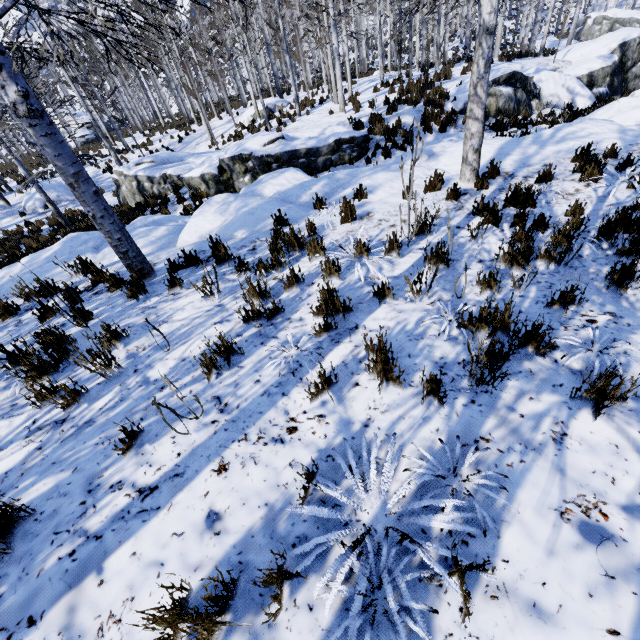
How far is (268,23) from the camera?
19.8 meters

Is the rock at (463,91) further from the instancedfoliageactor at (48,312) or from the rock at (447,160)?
the rock at (447,160)

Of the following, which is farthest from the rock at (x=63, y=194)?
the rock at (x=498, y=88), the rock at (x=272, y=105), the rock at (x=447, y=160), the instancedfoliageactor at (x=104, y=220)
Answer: the rock at (x=498, y=88)

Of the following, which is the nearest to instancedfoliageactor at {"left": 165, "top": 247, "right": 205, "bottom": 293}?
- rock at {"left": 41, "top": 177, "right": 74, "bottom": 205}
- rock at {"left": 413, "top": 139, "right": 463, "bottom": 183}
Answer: rock at {"left": 413, "top": 139, "right": 463, "bottom": 183}

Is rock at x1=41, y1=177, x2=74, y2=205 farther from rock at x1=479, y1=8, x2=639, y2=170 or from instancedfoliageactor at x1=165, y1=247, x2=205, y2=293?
rock at x1=479, y1=8, x2=639, y2=170

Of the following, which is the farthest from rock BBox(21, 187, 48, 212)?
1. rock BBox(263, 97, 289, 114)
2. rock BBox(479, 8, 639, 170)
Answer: rock BBox(479, 8, 639, 170)

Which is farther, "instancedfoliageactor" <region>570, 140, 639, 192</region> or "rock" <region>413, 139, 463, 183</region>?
"rock" <region>413, 139, 463, 183</region>

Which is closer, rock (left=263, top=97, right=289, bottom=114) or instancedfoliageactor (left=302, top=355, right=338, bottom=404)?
instancedfoliageactor (left=302, top=355, right=338, bottom=404)
